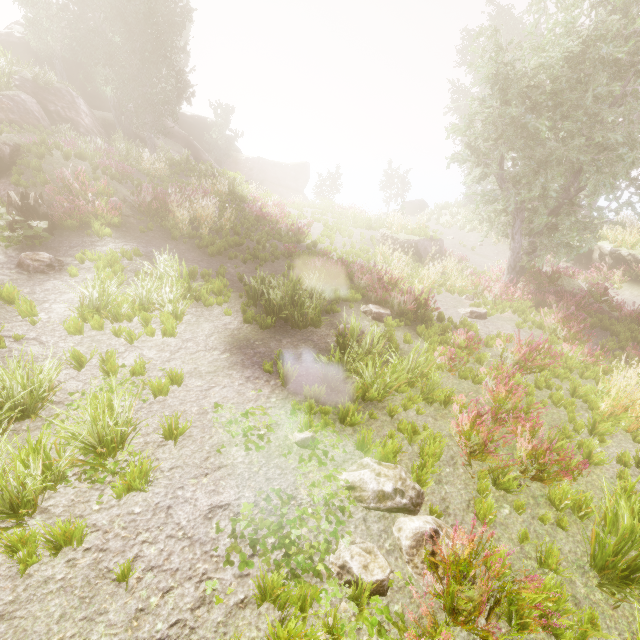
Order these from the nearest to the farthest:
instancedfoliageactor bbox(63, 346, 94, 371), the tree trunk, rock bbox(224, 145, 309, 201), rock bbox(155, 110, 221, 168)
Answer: instancedfoliageactor bbox(63, 346, 94, 371), the tree trunk, rock bbox(155, 110, 221, 168), rock bbox(224, 145, 309, 201)

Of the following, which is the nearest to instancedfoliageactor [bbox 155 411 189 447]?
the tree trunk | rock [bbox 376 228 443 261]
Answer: the tree trunk

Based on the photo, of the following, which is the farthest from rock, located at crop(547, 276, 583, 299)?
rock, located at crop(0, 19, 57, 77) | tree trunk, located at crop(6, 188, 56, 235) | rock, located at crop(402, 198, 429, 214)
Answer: rock, located at crop(402, 198, 429, 214)

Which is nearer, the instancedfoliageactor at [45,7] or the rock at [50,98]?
the instancedfoliageactor at [45,7]

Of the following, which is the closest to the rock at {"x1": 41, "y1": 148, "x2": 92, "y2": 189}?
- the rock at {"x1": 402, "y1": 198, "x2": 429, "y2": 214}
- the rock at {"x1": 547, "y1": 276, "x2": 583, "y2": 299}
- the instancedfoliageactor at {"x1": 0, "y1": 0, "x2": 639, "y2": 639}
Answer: the instancedfoliageactor at {"x1": 0, "y1": 0, "x2": 639, "y2": 639}

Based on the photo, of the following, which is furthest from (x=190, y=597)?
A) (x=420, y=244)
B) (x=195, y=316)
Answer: (x=420, y=244)

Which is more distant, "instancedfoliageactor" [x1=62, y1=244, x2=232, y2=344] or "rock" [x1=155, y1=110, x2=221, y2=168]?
"rock" [x1=155, y1=110, x2=221, y2=168]

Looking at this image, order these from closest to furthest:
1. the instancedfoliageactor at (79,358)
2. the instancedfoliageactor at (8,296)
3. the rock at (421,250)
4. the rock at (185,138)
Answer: the instancedfoliageactor at (79,358), the instancedfoliageactor at (8,296), the rock at (421,250), the rock at (185,138)
